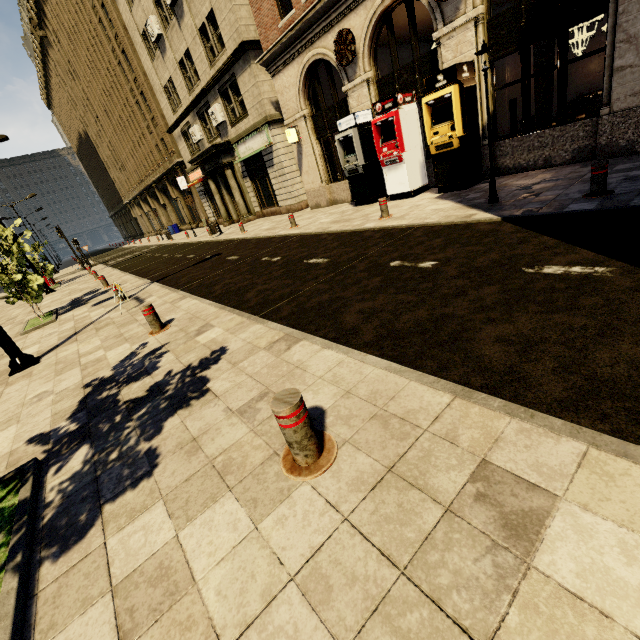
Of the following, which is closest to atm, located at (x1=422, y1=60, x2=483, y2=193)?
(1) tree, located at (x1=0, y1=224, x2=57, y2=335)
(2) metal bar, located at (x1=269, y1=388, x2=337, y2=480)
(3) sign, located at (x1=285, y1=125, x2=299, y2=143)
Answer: (3) sign, located at (x1=285, y1=125, x2=299, y2=143)

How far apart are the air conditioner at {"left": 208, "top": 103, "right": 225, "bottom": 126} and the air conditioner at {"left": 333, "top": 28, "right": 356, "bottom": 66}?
10.04m

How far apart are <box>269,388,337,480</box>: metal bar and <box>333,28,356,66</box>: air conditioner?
13.4 meters

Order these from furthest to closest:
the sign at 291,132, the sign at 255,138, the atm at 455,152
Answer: the sign at 255,138 → the sign at 291,132 → the atm at 455,152

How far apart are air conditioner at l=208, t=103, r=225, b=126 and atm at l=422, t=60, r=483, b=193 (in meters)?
14.29

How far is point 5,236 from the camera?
9.7 meters

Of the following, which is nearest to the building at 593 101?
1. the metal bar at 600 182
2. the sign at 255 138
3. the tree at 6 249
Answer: the sign at 255 138

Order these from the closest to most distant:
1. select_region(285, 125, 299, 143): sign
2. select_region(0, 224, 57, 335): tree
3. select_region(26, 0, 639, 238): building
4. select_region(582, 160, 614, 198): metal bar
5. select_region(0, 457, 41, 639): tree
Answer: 1. select_region(0, 457, 41, 639): tree
2. select_region(582, 160, 614, 198): metal bar
3. select_region(26, 0, 639, 238): building
4. select_region(0, 224, 57, 335): tree
5. select_region(285, 125, 299, 143): sign
